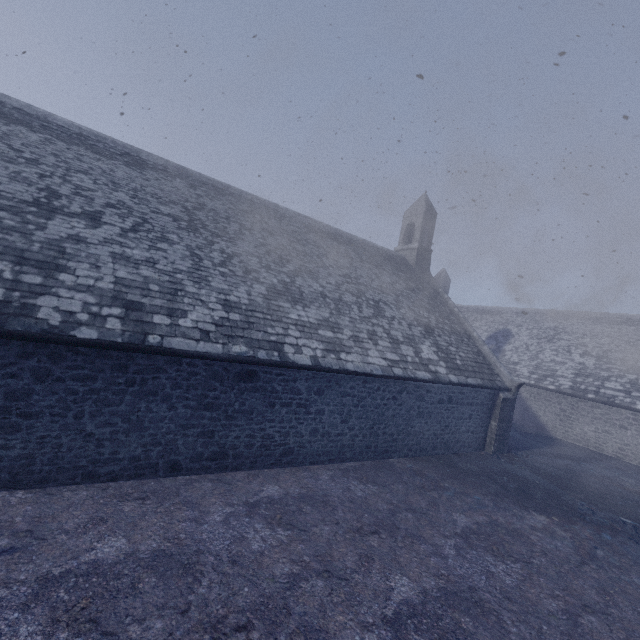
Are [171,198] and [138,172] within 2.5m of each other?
yes
